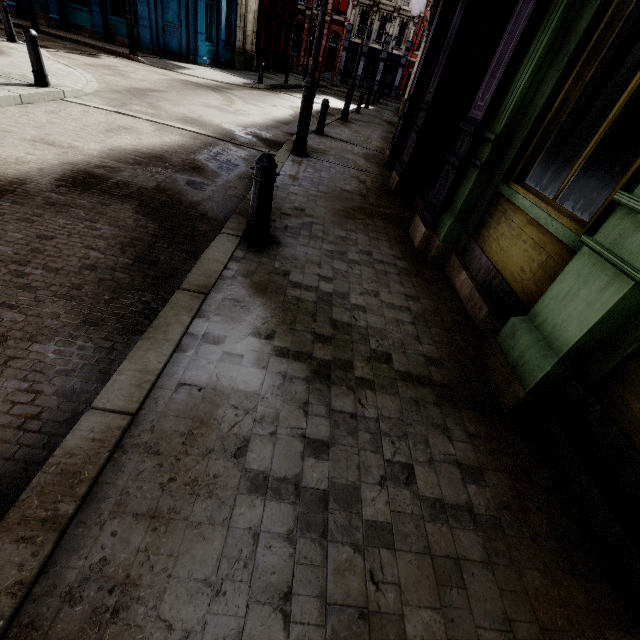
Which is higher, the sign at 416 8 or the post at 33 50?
the sign at 416 8

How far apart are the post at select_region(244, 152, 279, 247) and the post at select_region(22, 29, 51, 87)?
7.3 meters

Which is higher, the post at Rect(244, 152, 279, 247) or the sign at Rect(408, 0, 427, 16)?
the sign at Rect(408, 0, 427, 16)

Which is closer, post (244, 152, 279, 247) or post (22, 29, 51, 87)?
post (244, 152, 279, 247)

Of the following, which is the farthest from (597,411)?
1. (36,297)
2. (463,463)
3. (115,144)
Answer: (115,144)

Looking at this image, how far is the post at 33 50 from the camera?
6.5 meters

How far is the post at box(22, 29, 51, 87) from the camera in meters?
6.5

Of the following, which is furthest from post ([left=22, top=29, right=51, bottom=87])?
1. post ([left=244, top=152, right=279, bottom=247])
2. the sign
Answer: the sign
